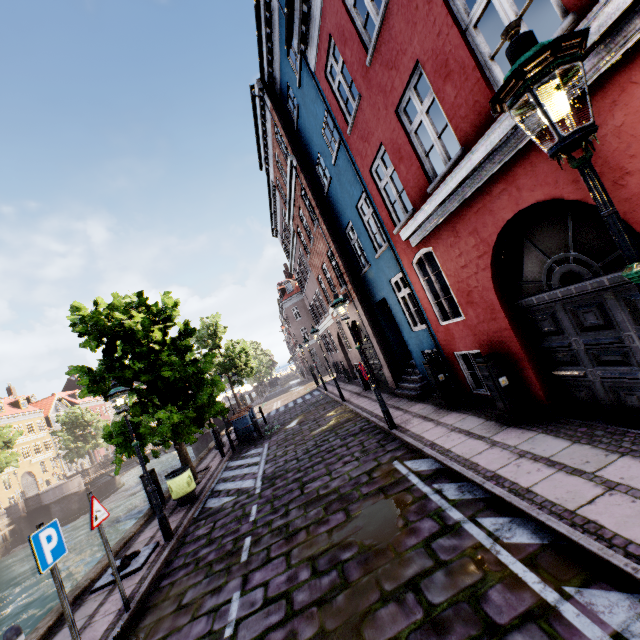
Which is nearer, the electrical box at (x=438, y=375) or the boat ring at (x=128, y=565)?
the boat ring at (x=128, y=565)

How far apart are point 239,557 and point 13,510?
35.0 meters

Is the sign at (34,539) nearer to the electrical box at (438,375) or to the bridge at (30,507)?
the electrical box at (438,375)

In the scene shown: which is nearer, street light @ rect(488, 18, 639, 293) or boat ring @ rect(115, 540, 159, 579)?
street light @ rect(488, 18, 639, 293)

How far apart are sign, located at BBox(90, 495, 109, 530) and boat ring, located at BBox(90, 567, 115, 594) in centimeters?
190cm

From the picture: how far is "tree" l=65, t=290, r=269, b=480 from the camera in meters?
10.7

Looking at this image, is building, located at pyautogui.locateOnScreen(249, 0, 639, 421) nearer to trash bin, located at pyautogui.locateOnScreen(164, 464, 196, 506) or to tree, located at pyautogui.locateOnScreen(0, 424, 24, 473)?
tree, located at pyautogui.locateOnScreen(0, 424, 24, 473)

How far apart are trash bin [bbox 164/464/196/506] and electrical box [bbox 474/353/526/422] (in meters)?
8.76
